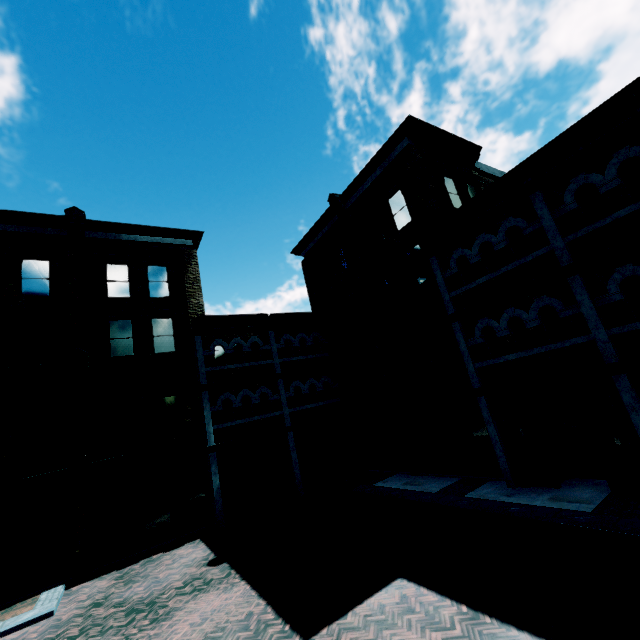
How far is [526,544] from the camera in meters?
7.5
